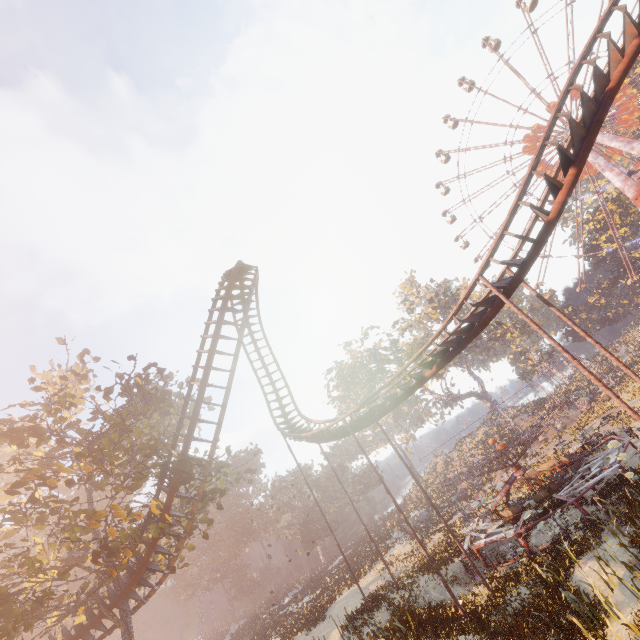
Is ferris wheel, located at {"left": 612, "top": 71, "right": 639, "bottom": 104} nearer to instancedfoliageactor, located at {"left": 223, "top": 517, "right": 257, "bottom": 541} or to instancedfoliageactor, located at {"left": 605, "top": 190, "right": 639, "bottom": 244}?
instancedfoliageactor, located at {"left": 605, "top": 190, "right": 639, "bottom": 244}

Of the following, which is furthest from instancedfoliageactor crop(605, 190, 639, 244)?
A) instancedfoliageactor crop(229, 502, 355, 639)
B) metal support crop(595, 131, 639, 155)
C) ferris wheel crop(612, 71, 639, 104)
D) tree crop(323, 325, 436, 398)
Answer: instancedfoliageactor crop(229, 502, 355, 639)

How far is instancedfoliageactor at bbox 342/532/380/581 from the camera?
29.83m

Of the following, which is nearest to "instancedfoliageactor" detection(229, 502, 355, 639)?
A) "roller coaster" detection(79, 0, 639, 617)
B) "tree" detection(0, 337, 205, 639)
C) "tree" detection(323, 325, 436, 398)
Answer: "tree" detection(0, 337, 205, 639)

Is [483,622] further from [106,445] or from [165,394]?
[165,394]

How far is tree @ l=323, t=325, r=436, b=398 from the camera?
48.5m

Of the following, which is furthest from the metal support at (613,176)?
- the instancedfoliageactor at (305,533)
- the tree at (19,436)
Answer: the tree at (19,436)

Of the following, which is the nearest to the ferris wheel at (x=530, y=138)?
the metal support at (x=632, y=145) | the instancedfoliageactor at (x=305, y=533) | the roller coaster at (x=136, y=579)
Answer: the metal support at (x=632, y=145)
